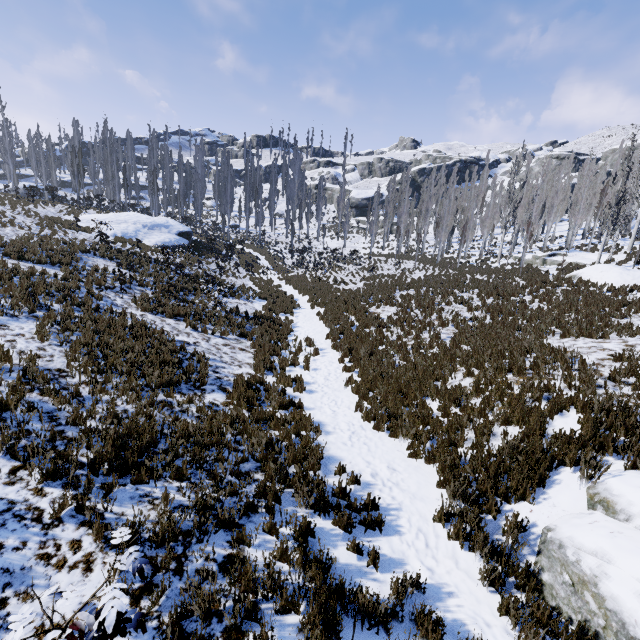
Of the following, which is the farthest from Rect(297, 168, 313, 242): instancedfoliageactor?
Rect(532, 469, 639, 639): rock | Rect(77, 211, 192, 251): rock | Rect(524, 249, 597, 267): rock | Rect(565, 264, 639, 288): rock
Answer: Rect(532, 469, 639, 639): rock

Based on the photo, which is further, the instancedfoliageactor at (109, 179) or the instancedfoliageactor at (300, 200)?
the instancedfoliageactor at (300, 200)

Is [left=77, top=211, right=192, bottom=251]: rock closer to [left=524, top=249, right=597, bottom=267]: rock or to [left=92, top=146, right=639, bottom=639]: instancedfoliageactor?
[left=92, top=146, right=639, bottom=639]: instancedfoliageactor

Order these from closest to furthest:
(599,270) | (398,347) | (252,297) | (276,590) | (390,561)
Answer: (276,590) → (390,561) → (398,347) → (599,270) → (252,297)

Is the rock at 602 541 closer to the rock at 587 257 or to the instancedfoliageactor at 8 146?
the instancedfoliageactor at 8 146

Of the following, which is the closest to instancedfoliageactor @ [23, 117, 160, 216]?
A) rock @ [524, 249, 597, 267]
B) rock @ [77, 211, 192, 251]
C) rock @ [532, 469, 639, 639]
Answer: rock @ [524, 249, 597, 267]

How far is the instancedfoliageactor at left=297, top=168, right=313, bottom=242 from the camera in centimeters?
4958cm
